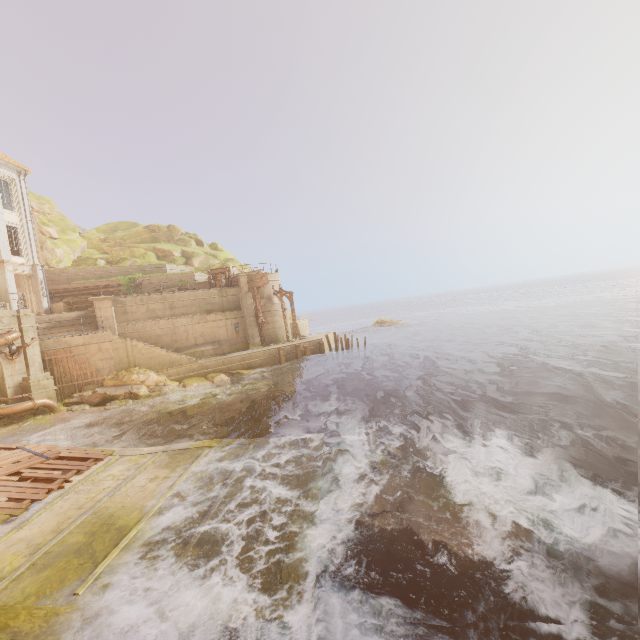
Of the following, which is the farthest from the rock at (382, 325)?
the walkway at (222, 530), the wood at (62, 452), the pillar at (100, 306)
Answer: the wood at (62, 452)

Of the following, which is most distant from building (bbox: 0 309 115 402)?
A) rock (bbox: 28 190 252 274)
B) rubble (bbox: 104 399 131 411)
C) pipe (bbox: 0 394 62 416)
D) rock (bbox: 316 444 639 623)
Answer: rock (bbox: 316 444 639 623)

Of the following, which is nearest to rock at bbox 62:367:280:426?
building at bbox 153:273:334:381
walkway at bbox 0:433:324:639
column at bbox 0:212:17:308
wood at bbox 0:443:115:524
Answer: building at bbox 153:273:334:381

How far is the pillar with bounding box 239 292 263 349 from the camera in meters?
29.5

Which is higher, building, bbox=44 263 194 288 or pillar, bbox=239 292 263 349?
building, bbox=44 263 194 288

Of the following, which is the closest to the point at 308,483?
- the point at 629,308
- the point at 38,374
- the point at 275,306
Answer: the point at 38,374

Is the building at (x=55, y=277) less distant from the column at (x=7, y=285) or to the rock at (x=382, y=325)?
the column at (x=7, y=285)

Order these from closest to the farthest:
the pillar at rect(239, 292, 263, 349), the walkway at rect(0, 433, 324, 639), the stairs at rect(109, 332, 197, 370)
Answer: the walkway at rect(0, 433, 324, 639), the stairs at rect(109, 332, 197, 370), the pillar at rect(239, 292, 263, 349)
